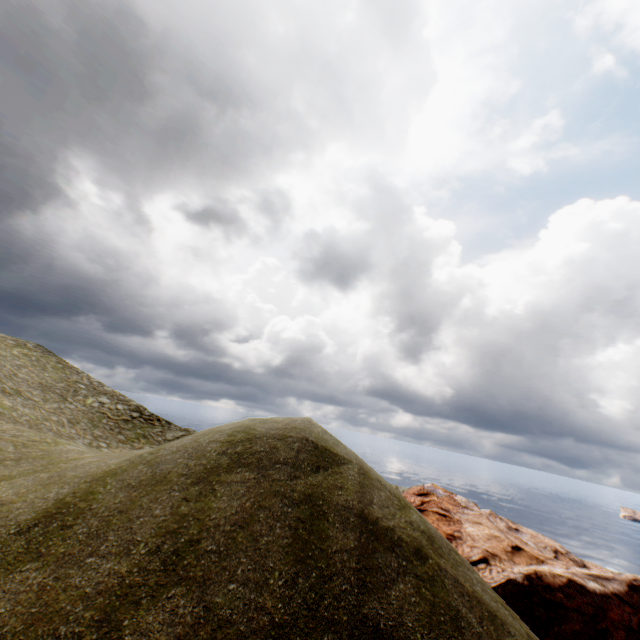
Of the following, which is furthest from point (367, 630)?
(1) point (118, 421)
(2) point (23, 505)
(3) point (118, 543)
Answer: (1) point (118, 421)
